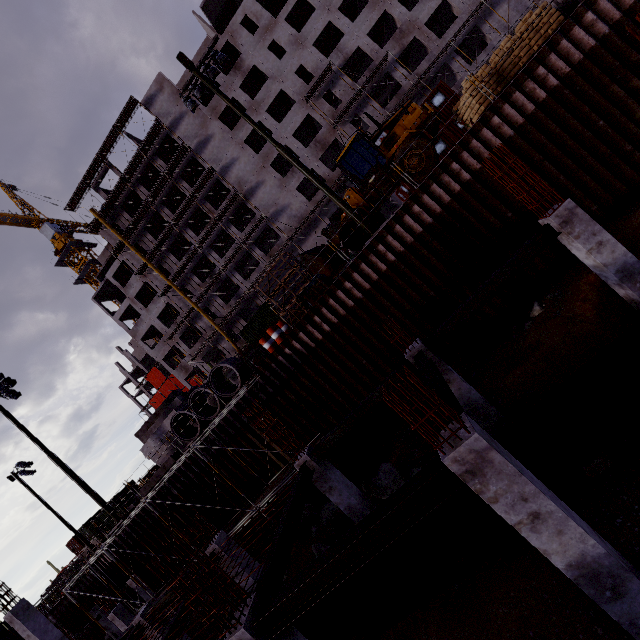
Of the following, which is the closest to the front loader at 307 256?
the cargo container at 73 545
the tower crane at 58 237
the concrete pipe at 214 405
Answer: the concrete pipe at 214 405

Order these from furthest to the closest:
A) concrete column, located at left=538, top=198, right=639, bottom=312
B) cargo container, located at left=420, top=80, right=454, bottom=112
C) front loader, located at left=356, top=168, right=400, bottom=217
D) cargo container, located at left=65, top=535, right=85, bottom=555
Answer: cargo container, located at left=65, top=535, right=85, bottom=555 < cargo container, located at left=420, top=80, right=454, bottom=112 < front loader, located at left=356, top=168, right=400, bottom=217 < concrete column, located at left=538, top=198, right=639, bottom=312

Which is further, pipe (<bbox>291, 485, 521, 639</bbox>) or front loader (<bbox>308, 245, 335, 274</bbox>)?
front loader (<bbox>308, 245, 335, 274</bbox>)

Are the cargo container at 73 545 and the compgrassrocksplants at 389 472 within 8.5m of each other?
no

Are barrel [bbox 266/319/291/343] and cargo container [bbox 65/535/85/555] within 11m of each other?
no

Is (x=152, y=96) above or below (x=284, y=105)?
above

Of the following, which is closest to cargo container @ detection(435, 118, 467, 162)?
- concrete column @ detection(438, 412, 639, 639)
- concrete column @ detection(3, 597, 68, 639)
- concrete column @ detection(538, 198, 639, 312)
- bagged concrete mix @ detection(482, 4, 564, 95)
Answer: bagged concrete mix @ detection(482, 4, 564, 95)

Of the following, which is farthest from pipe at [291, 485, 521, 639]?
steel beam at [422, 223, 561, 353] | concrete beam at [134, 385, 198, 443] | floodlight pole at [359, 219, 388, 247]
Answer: concrete beam at [134, 385, 198, 443]
